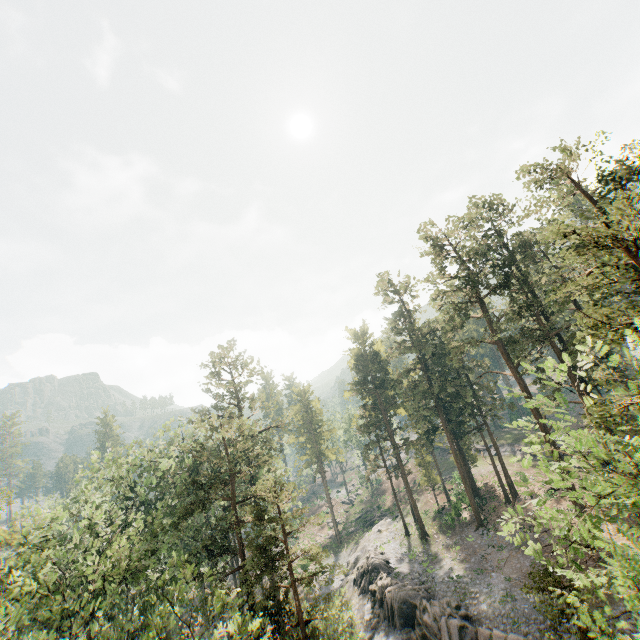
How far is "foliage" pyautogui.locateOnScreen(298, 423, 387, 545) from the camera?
55.15m

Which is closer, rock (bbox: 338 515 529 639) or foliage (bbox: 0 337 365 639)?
foliage (bbox: 0 337 365 639)

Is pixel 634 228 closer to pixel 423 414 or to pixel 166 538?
pixel 166 538

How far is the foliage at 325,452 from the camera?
55.15m

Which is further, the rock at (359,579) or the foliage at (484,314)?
the rock at (359,579)

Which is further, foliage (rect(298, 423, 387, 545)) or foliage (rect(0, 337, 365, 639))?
foliage (rect(298, 423, 387, 545))

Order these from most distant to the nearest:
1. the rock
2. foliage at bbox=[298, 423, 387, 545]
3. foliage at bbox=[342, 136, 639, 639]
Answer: foliage at bbox=[298, 423, 387, 545] < the rock < foliage at bbox=[342, 136, 639, 639]
